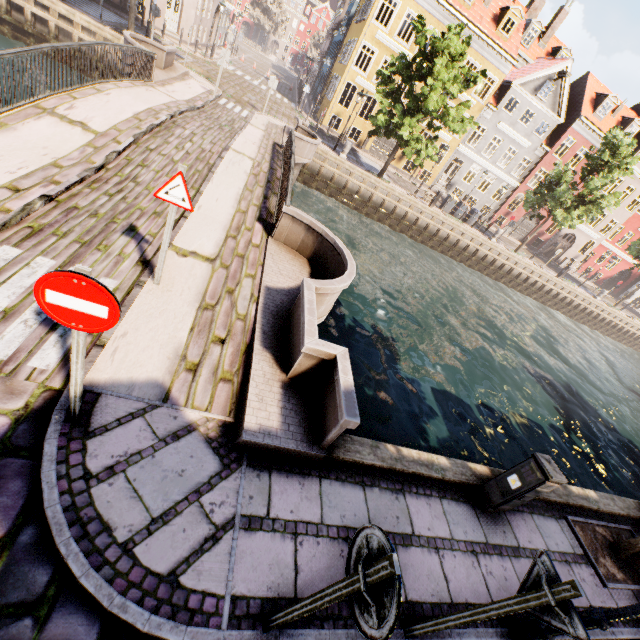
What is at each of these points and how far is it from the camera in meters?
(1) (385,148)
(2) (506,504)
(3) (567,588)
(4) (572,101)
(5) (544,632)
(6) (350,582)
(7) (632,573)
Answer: (1) building, 29.5 m
(2) electrical box, 4.7 m
(3) sign pole, 2.2 m
(4) building, 29.3 m
(5) street light, 3.5 m
(6) sign pole, 2.0 m
(7) tree planter, 5.5 m

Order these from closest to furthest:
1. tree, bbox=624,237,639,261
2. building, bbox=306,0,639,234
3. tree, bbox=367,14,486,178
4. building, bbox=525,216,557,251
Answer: tree, bbox=367,14,486,178, building, bbox=306,0,639,234, tree, bbox=624,237,639,261, building, bbox=525,216,557,251

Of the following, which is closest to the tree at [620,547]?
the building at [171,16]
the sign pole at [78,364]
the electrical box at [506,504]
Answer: the electrical box at [506,504]

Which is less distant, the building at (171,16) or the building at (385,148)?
the building at (171,16)

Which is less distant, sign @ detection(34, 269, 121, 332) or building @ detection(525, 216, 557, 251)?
sign @ detection(34, 269, 121, 332)

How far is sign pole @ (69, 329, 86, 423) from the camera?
2.6 meters

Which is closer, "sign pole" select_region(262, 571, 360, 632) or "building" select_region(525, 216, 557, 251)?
"sign pole" select_region(262, 571, 360, 632)

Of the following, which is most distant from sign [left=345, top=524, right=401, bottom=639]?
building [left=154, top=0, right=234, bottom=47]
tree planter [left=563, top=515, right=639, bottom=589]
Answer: building [left=154, top=0, right=234, bottom=47]
